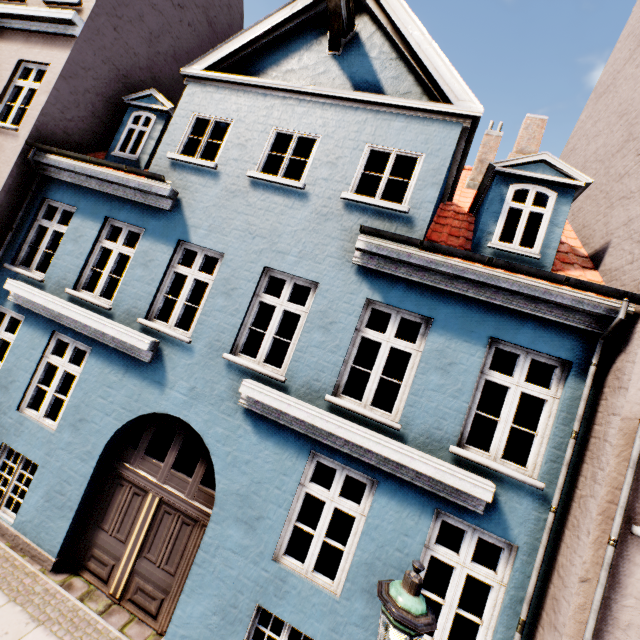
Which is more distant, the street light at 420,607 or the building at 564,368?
the building at 564,368

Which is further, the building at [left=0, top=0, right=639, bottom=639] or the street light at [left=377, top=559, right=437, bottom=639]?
the building at [left=0, top=0, right=639, bottom=639]

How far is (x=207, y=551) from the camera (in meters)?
5.23
